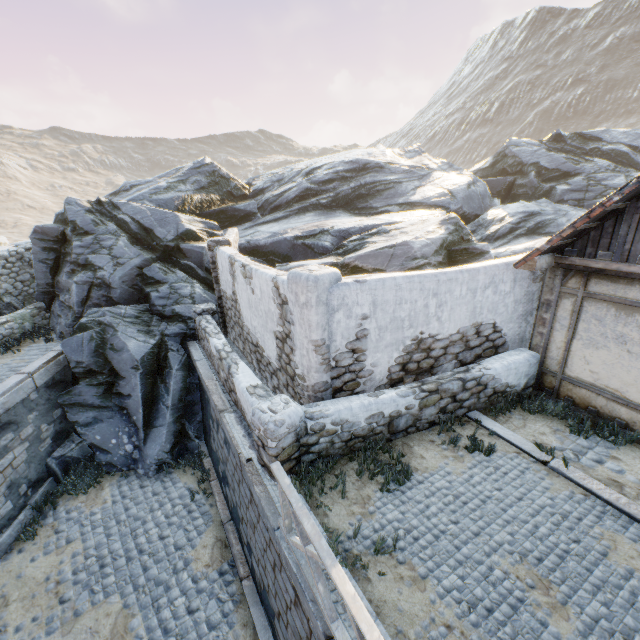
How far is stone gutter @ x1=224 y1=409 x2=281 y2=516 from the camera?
5.0m

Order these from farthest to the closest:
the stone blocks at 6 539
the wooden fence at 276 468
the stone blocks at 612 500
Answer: the stone blocks at 6 539 → the stone blocks at 612 500 → the wooden fence at 276 468

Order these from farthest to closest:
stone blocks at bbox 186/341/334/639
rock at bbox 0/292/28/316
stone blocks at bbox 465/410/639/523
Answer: rock at bbox 0/292/28/316 < stone blocks at bbox 465/410/639/523 < stone blocks at bbox 186/341/334/639

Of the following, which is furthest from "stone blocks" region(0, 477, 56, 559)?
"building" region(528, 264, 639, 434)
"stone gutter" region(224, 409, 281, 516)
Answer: "building" region(528, 264, 639, 434)

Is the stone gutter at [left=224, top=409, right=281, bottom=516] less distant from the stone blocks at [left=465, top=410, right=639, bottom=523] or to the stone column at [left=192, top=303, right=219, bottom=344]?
the stone blocks at [left=465, top=410, right=639, bottom=523]

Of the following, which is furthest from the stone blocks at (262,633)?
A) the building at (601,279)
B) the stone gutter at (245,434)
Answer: the building at (601,279)

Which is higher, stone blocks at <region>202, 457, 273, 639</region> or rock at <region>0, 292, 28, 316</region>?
rock at <region>0, 292, 28, 316</region>

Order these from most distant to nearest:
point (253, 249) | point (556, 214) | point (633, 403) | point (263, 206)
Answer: point (263, 206), point (556, 214), point (253, 249), point (633, 403)
